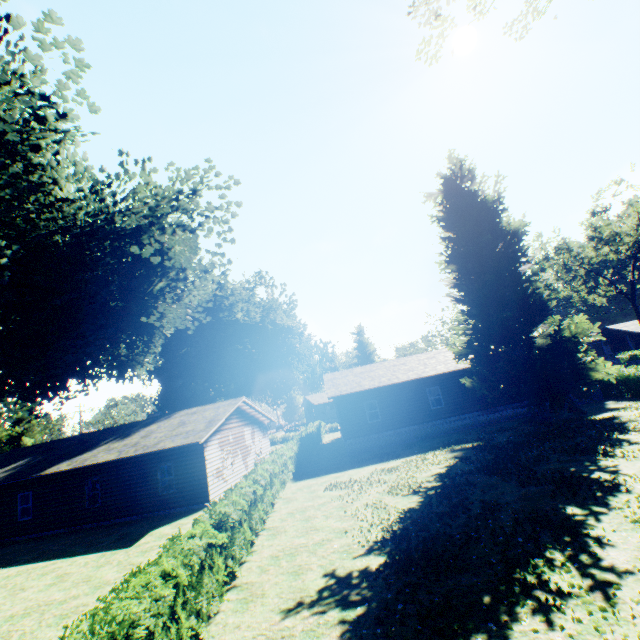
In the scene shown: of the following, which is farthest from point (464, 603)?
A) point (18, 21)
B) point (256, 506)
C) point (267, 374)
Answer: point (267, 374)

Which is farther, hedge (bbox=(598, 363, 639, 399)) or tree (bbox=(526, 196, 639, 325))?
tree (bbox=(526, 196, 639, 325))

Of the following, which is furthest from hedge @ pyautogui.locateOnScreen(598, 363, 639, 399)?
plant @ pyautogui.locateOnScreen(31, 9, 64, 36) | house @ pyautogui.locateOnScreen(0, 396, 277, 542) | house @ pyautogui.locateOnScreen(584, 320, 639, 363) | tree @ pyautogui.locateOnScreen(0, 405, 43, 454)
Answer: house @ pyautogui.locateOnScreen(584, 320, 639, 363)

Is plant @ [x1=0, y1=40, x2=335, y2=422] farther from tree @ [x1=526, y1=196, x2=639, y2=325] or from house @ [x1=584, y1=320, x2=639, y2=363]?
house @ [x1=584, y1=320, x2=639, y2=363]

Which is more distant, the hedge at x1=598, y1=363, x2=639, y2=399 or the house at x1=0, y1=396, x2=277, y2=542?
the hedge at x1=598, y1=363, x2=639, y2=399

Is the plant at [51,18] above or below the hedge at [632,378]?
above

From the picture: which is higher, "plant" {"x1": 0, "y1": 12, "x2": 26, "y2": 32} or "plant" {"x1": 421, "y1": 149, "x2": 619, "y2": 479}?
"plant" {"x1": 0, "y1": 12, "x2": 26, "y2": 32}

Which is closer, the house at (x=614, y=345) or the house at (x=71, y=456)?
the house at (x=71, y=456)
